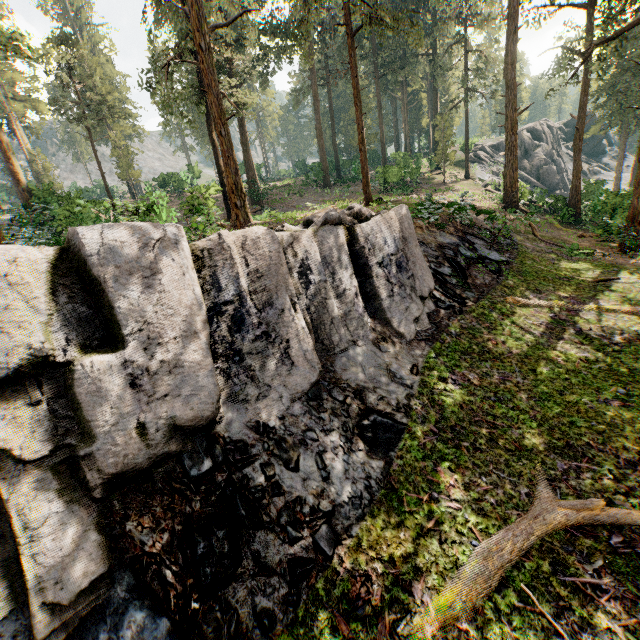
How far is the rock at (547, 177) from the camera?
41.0 meters

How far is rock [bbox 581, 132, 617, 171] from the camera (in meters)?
52.68

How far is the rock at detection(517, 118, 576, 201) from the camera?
41.0 meters

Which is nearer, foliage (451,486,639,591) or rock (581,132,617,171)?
foliage (451,486,639,591)

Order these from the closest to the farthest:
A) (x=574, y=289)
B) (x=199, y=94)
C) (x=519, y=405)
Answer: (x=519, y=405) → (x=574, y=289) → (x=199, y=94)

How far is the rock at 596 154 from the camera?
52.7m

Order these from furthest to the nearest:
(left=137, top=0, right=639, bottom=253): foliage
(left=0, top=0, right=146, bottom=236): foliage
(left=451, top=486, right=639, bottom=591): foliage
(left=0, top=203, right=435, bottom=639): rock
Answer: (left=0, top=0, right=146, bottom=236): foliage < (left=137, top=0, right=639, bottom=253): foliage < (left=451, top=486, right=639, bottom=591): foliage < (left=0, top=203, right=435, bottom=639): rock

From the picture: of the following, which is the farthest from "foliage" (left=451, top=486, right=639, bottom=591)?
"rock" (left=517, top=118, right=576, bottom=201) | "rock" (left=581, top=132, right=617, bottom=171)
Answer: "rock" (left=581, top=132, right=617, bottom=171)
